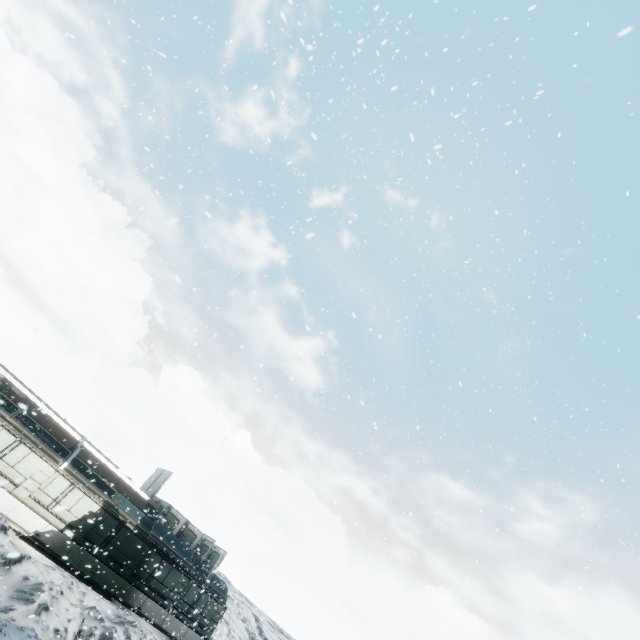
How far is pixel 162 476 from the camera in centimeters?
2656cm
